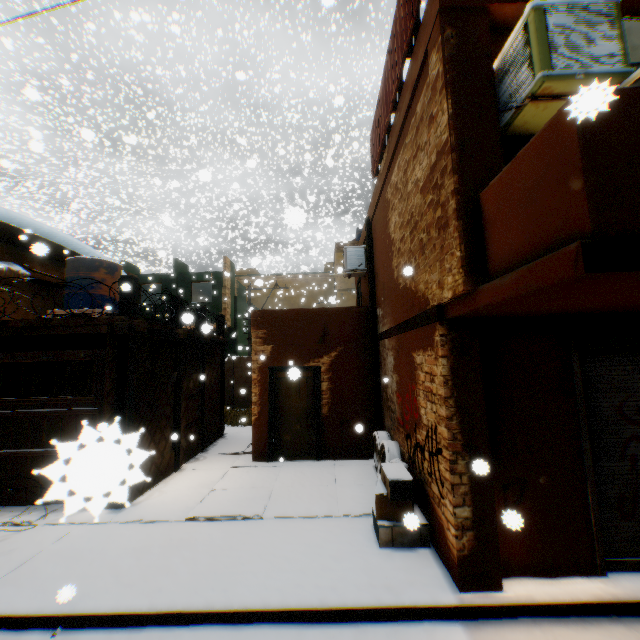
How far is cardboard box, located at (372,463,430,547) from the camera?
4.6 meters

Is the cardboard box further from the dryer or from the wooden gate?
the dryer

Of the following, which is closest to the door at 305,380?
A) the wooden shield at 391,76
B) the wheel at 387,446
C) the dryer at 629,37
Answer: the wheel at 387,446

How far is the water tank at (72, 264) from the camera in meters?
10.6 m

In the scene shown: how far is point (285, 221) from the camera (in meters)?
1.72

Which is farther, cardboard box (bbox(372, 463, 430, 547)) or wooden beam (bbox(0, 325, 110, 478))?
wooden beam (bbox(0, 325, 110, 478))

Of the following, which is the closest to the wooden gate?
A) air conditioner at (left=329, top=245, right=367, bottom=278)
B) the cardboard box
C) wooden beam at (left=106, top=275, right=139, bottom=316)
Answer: wooden beam at (left=106, top=275, right=139, bottom=316)

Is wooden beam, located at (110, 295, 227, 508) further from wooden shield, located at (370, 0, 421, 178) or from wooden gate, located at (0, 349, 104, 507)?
wooden shield, located at (370, 0, 421, 178)
